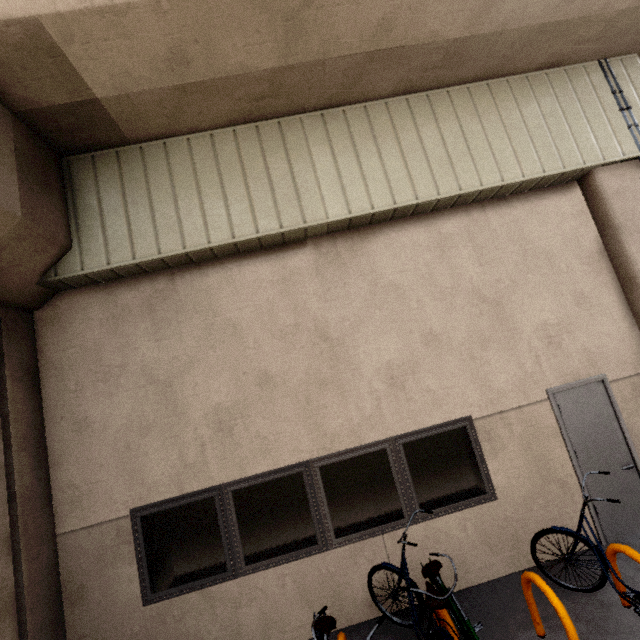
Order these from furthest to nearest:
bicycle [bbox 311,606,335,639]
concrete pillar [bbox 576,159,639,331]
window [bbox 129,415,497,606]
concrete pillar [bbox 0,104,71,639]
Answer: concrete pillar [bbox 576,159,639,331]
window [bbox 129,415,497,606]
concrete pillar [bbox 0,104,71,639]
bicycle [bbox 311,606,335,639]

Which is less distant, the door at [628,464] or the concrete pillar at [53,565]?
the concrete pillar at [53,565]

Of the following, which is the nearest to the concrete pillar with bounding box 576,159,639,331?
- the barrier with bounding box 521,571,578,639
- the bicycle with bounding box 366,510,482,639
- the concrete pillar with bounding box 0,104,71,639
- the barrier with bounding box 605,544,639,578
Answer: the barrier with bounding box 605,544,639,578

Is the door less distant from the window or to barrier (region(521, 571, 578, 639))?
the window

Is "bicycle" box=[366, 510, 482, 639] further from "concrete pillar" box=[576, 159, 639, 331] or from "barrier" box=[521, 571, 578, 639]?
"concrete pillar" box=[576, 159, 639, 331]

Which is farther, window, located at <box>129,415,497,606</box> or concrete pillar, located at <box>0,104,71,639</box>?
window, located at <box>129,415,497,606</box>

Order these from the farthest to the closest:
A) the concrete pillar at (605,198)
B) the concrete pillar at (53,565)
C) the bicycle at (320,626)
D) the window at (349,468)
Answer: the concrete pillar at (605,198), the window at (349,468), the concrete pillar at (53,565), the bicycle at (320,626)

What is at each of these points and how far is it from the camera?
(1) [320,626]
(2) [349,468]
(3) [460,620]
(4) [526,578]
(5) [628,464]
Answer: (1) bicycle, 2.96m
(2) window, 4.39m
(3) bicycle, 3.14m
(4) barrier, 3.27m
(5) door, 4.55m
